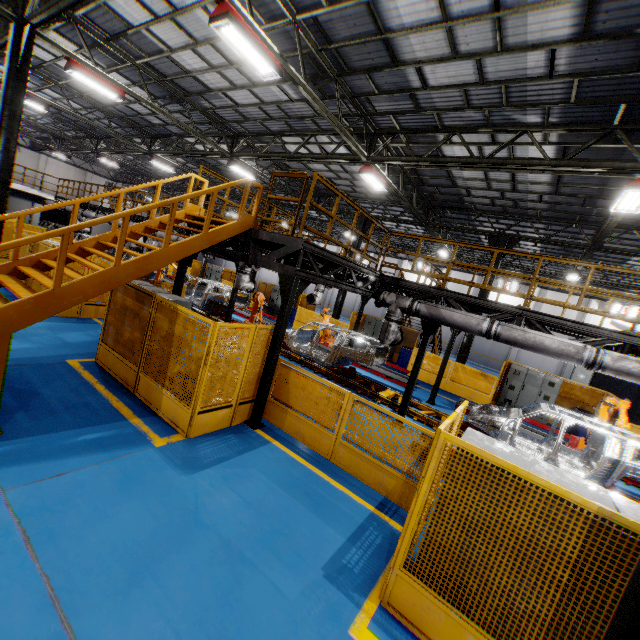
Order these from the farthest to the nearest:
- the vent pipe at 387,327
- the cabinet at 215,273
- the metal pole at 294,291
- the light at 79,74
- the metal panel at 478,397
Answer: the cabinet at 215,273 → the metal panel at 478,397 → the light at 79,74 → the vent pipe at 387,327 → the metal pole at 294,291

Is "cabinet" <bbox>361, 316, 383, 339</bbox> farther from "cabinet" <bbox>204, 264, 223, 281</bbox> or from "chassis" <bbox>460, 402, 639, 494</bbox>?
"cabinet" <bbox>204, 264, 223, 281</bbox>

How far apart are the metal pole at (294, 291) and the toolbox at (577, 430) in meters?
13.5 m

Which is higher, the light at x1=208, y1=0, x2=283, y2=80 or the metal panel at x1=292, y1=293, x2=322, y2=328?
the light at x1=208, y1=0, x2=283, y2=80

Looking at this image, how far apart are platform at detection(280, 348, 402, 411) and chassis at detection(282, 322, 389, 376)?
0.01m

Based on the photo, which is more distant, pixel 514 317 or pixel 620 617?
pixel 514 317

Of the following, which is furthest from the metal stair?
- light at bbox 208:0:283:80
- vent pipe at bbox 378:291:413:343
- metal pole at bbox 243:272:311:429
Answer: vent pipe at bbox 378:291:413:343

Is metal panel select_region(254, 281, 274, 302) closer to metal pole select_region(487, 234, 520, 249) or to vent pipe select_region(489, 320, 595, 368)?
metal pole select_region(487, 234, 520, 249)
